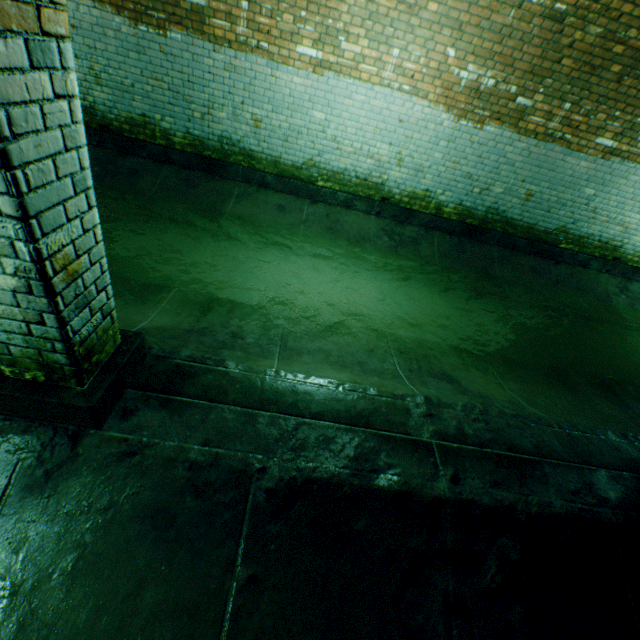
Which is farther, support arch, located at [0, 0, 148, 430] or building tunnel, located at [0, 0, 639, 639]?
building tunnel, located at [0, 0, 639, 639]

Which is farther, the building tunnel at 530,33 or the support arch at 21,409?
the building tunnel at 530,33

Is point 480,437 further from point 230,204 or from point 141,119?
point 141,119
